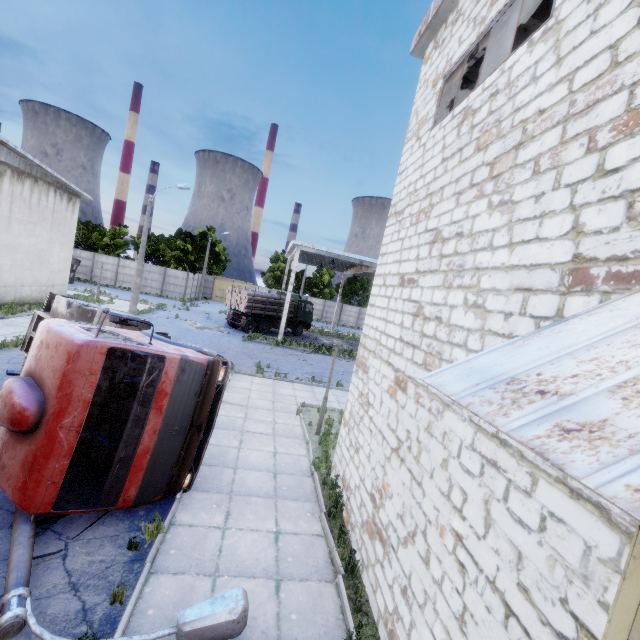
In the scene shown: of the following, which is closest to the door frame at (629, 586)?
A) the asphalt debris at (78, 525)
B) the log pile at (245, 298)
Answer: the asphalt debris at (78, 525)

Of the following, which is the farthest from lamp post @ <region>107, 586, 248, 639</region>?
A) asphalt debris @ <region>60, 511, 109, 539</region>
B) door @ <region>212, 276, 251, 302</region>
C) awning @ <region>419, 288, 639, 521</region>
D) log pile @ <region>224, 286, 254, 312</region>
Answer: door @ <region>212, 276, 251, 302</region>

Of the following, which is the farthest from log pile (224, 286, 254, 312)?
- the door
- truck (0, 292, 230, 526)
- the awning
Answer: the awning

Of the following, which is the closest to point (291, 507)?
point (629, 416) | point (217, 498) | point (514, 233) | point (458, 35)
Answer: point (217, 498)

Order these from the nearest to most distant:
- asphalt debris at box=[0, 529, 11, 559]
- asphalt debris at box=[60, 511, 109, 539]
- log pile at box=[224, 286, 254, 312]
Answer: asphalt debris at box=[0, 529, 11, 559] → asphalt debris at box=[60, 511, 109, 539] → log pile at box=[224, 286, 254, 312]

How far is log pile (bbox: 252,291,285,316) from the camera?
27.11m

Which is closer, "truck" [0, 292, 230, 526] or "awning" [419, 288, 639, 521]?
"awning" [419, 288, 639, 521]

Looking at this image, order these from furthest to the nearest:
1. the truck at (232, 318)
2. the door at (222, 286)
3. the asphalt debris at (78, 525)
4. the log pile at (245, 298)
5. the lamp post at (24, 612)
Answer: the door at (222, 286) → the truck at (232, 318) → the log pile at (245, 298) → the asphalt debris at (78, 525) → the lamp post at (24, 612)
